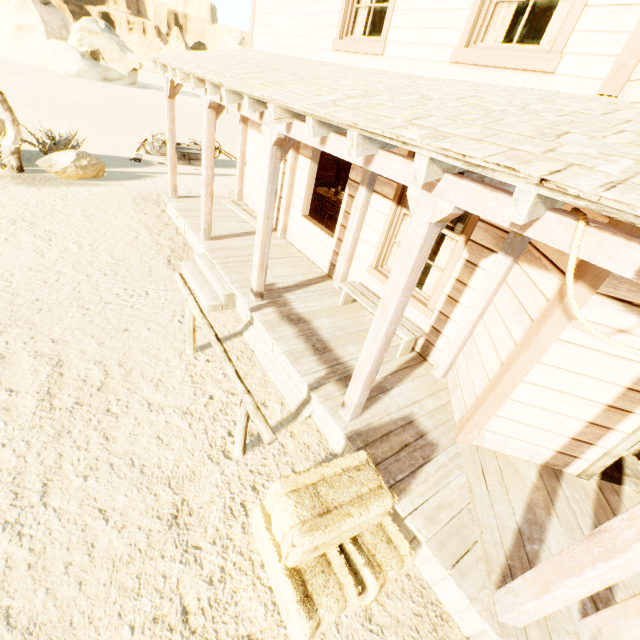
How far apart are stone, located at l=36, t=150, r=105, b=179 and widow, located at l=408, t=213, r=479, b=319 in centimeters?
893cm

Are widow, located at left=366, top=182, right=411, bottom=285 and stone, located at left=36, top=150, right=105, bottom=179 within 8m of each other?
no

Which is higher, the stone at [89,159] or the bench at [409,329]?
the bench at [409,329]

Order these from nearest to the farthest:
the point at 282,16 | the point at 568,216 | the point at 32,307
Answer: the point at 568,216 < the point at 32,307 < the point at 282,16

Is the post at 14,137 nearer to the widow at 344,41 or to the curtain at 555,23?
the widow at 344,41

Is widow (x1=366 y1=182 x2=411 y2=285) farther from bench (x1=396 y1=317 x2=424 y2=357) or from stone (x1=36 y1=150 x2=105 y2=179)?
stone (x1=36 y1=150 x2=105 y2=179)

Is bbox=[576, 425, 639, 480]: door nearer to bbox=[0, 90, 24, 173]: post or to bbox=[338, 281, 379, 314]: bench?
bbox=[338, 281, 379, 314]: bench

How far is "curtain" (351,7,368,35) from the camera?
5.1m
